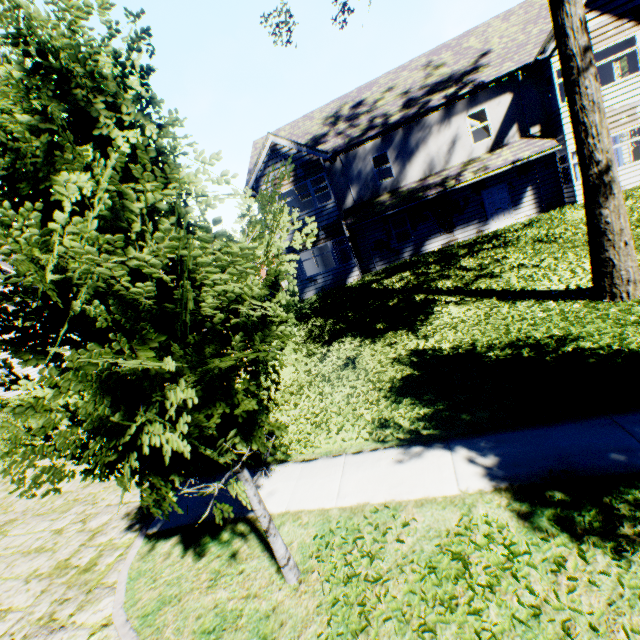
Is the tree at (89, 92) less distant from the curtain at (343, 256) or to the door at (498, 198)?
the door at (498, 198)

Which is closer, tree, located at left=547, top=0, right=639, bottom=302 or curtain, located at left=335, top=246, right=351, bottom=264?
tree, located at left=547, top=0, right=639, bottom=302

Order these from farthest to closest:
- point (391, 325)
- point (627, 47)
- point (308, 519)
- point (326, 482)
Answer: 1. point (627, 47)
2. point (391, 325)
3. point (326, 482)
4. point (308, 519)

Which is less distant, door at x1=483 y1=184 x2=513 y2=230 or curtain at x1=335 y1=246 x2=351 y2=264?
door at x1=483 y1=184 x2=513 y2=230

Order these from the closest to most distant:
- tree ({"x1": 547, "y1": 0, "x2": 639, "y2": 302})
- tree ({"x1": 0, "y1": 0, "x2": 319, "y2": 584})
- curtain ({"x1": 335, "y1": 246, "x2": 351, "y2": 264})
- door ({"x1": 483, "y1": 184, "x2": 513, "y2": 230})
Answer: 1. tree ({"x1": 0, "y1": 0, "x2": 319, "y2": 584})
2. tree ({"x1": 547, "y1": 0, "x2": 639, "y2": 302})
3. door ({"x1": 483, "y1": 184, "x2": 513, "y2": 230})
4. curtain ({"x1": 335, "y1": 246, "x2": 351, "y2": 264})

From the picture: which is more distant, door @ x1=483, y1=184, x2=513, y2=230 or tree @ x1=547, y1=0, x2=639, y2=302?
door @ x1=483, y1=184, x2=513, y2=230

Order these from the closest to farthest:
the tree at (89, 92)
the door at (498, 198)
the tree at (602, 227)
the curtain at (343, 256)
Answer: the tree at (89, 92)
the tree at (602, 227)
the door at (498, 198)
the curtain at (343, 256)

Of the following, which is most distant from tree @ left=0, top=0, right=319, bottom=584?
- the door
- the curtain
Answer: the curtain
